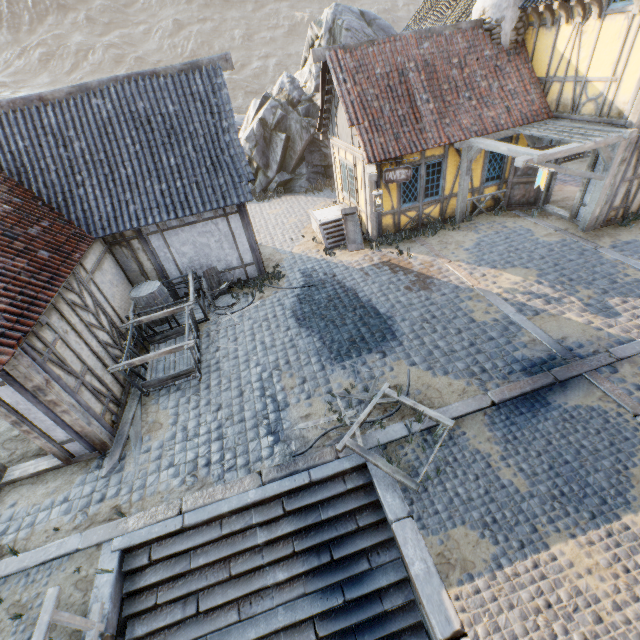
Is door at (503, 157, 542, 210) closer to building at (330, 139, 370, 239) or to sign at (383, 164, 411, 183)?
building at (330, 139, 370, 239)

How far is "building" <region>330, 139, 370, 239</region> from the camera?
11.0 meters

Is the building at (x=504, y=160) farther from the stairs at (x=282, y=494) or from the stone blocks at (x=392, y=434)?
the stairs at (x=282, y=494)

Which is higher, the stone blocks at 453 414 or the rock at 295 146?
the rock at 295 146

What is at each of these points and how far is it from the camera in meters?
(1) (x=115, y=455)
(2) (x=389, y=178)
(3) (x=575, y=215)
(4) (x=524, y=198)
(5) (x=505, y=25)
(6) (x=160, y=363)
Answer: (1) wood chunk, 6.6
(2) sign, 10.4
(3) building, 10.8
(4) door, 12.0
(5) chimney, 10.3
(6) wagon, 8.5

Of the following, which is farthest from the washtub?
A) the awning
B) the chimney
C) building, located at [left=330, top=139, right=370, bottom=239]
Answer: the chimney

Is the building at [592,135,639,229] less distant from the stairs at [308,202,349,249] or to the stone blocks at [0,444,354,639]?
the stone blocks at [0,444,354,639]
